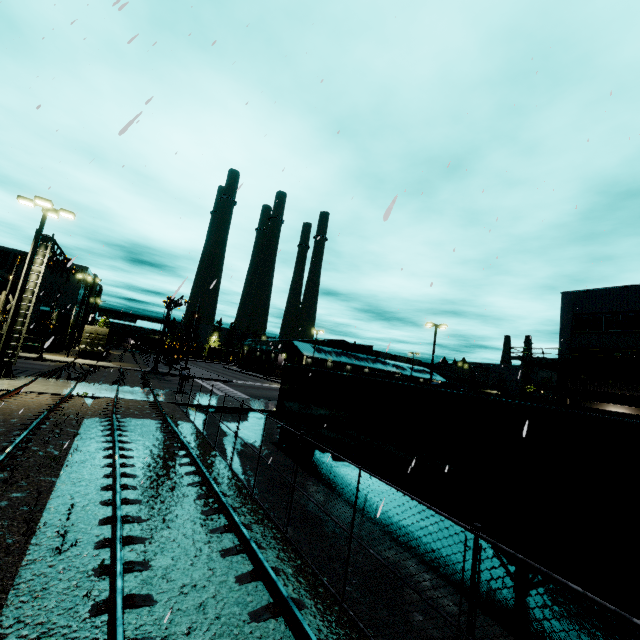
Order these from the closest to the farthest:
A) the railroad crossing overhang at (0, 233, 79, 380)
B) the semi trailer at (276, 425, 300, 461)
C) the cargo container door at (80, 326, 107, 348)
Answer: the semi trailer at (276, 425, 300, 461) → the railroad crossing overhang at (0, 233, 79, 380) → the cargo container door at (80, 326, 107, 348)

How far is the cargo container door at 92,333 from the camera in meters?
39.7 m

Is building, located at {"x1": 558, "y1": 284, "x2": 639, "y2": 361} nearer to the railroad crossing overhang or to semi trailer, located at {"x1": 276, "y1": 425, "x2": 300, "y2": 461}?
semi trailer, located at {"x1": 276, "y1": 425, "x2": 300, "y2": 461}

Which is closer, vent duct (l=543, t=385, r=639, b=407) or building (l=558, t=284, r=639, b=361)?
vent duct (l=543, t=385, r=639, b=407)

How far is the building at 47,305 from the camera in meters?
41.8

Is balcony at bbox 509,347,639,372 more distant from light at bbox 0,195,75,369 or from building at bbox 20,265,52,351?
light at bbox 0,195,75,369

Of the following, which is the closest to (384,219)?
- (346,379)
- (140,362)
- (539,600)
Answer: (539,600)

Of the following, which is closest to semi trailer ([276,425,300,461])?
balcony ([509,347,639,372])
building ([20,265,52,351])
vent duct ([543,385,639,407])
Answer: building ([20,265,52,351])
